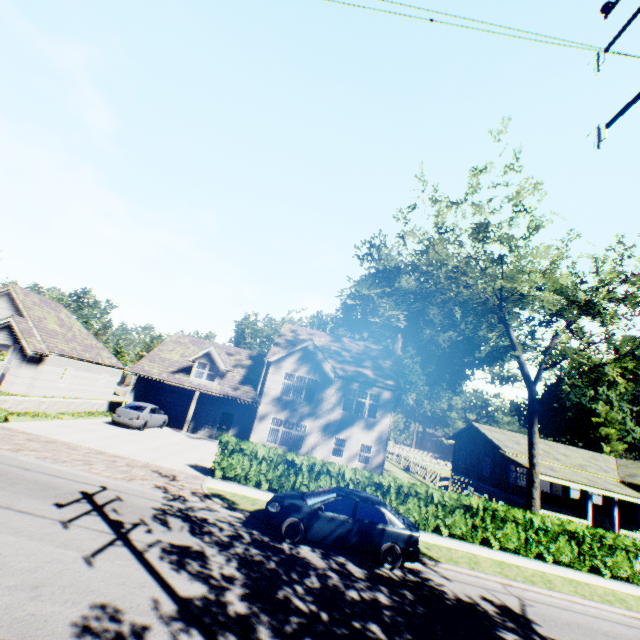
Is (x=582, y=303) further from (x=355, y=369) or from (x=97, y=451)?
(x=97, y=451)

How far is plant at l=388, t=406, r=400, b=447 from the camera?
54.84m

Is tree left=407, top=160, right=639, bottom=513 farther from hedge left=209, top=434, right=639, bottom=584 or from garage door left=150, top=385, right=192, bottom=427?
garage door left=150, top=385, right=192, bottom=427

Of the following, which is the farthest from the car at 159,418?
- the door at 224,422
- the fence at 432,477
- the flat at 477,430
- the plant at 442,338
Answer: the flat at 477,430

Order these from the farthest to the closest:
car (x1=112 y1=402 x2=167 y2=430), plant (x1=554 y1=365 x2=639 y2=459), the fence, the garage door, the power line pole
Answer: plant (x1=554 y1=365 x2=639 y2=459), the garage door, the fence, car (x1=112 y1=402 x2=167 y2=430), the power line pole

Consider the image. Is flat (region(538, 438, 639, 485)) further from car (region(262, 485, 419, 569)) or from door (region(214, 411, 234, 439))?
door (region(214, 411, 234, 439))

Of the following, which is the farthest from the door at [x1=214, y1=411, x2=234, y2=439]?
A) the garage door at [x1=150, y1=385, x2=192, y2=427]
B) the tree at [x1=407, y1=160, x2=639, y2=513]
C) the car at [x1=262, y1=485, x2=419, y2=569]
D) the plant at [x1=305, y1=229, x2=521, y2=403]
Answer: the plant at [x1=305, y1=229, x2=521, y2=403]

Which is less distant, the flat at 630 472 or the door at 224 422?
the door at 224 422
